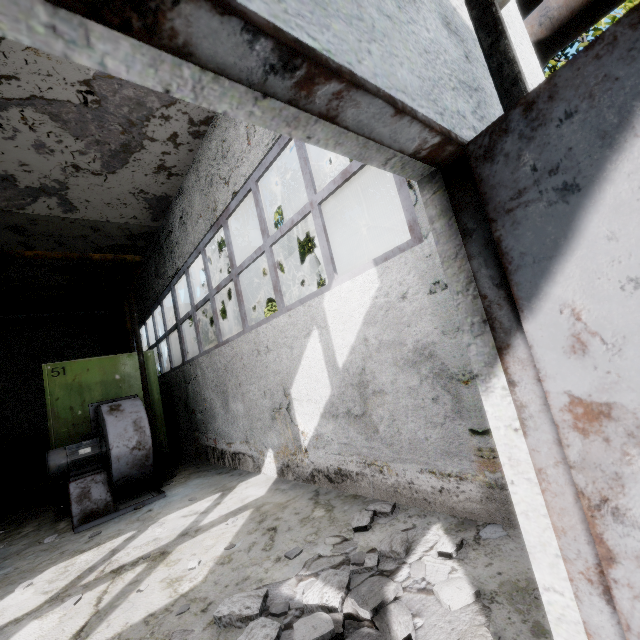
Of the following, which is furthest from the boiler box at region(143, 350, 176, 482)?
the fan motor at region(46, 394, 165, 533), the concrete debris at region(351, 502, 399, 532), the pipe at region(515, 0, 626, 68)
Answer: the concrete debris at region(351, 502, 399, 532)

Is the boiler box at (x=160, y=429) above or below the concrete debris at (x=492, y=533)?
above

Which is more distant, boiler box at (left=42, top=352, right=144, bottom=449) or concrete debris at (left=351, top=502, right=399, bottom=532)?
boiler box at (left=42, top=352, right=144, bottom=449)

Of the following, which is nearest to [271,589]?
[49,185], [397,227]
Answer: [397,227]

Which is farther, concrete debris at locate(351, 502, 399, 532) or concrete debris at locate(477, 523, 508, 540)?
concrete debris at locate(351, 502, 399, 532)

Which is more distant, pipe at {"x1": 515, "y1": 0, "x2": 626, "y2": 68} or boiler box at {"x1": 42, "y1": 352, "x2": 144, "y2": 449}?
boiler box at {"x1": 42, "y1": 352, "x2": 144, "y2": 449}

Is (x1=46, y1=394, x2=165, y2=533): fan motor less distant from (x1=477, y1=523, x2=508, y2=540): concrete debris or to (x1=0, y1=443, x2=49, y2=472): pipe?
(x1=0, y1=443, x2=49, y2=472): pipe

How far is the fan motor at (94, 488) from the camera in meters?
5.4
